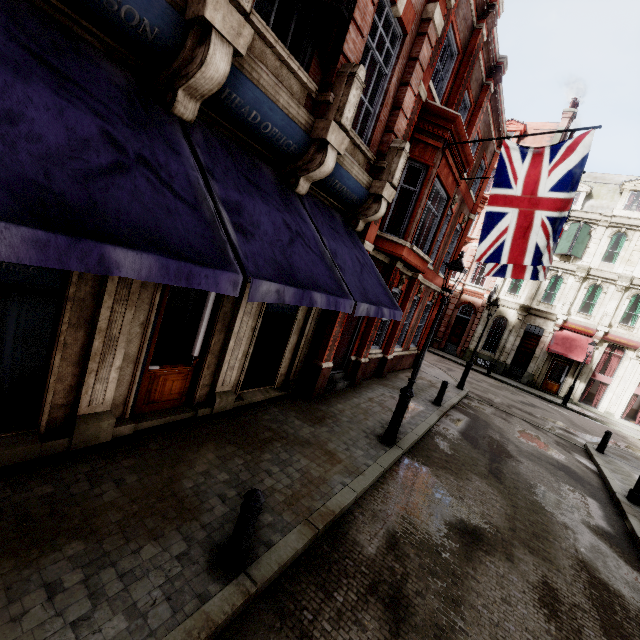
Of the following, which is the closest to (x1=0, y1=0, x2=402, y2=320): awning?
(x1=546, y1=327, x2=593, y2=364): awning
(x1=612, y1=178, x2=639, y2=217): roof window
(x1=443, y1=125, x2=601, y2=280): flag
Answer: (x1=443, y1=125, x2=601, y2=280): flag

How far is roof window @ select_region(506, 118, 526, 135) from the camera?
28.0 meters

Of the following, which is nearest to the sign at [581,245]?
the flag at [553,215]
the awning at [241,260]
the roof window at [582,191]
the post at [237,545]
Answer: the roof window at [582,191]

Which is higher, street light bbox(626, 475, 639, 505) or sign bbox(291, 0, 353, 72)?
sign bbox(291, 0, 353, 72)

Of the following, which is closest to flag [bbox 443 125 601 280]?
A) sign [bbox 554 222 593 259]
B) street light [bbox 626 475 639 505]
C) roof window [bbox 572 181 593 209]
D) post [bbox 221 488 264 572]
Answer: street light [bbox 626 475 639 505]

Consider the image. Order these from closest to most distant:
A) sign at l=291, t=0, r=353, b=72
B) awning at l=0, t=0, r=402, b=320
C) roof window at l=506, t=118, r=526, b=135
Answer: awning at l=0, t=0, r=402, b=320
sign at l=291, t=0, r=353, b=72
roof window at l=506, t=118, r=526, b=135

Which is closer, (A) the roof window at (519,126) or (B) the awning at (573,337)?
(B) the awning at (573,337)

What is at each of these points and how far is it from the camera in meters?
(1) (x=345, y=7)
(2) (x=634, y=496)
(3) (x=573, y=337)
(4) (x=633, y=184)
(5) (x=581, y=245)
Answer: (1) sign, 5.0
(2) street light, 9.1
(3) awning, 24.2
(4) roof window, 23.9
(5) sign, 24.3
